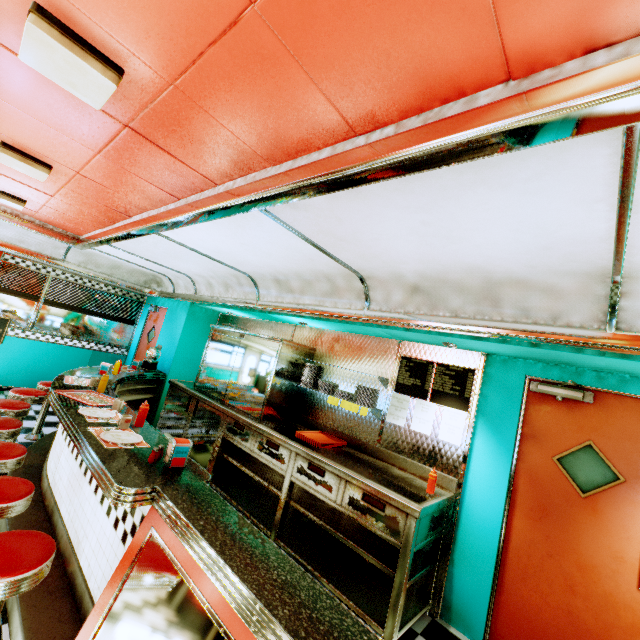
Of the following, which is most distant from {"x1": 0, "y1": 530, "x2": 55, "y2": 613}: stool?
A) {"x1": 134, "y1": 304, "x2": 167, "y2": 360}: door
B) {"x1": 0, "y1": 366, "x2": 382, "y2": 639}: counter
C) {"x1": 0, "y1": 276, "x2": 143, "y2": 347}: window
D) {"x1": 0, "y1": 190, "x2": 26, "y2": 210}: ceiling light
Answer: → {"x1": 0, "y1": 276, "x2": 143, "y2": 347}: window

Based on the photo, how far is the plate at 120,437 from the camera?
2.41m

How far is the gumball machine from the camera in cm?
619

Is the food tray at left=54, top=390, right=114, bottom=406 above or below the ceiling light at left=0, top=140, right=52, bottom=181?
below

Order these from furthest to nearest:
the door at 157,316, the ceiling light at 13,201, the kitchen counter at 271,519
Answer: the door at 157,316
the ceiling light at 13,201
the kitchen counter at 271,519

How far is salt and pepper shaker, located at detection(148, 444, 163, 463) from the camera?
2.20m

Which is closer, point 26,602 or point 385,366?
point 26,602

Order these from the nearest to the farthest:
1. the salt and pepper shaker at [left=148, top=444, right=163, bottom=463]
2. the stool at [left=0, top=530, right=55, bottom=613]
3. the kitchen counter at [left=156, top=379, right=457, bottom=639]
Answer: the stool at [left=0, top=530, right=55, bottom=613] → the salt and pepper shaker at [left=148, top=444, right=163, bottom=463] → the kitchen counter at [left=156, top=379, right=457, bottom=639]
